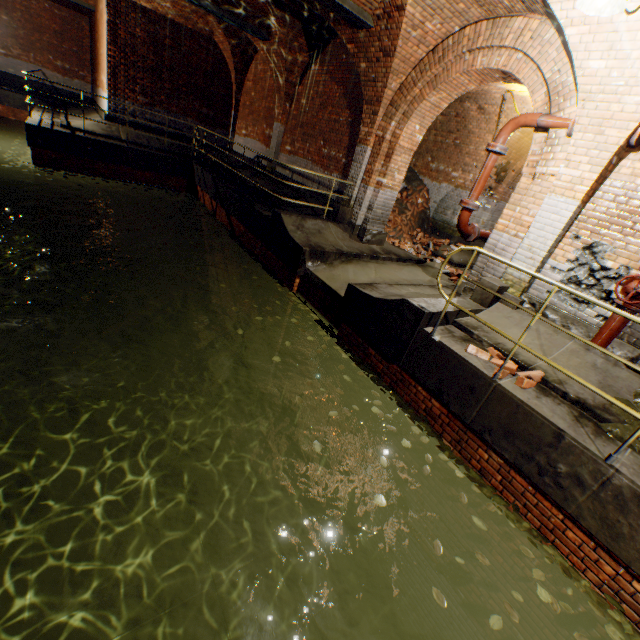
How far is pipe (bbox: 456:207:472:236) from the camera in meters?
6.2

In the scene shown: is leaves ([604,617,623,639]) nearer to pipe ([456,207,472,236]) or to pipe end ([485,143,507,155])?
pipe ([456,207,472,236])

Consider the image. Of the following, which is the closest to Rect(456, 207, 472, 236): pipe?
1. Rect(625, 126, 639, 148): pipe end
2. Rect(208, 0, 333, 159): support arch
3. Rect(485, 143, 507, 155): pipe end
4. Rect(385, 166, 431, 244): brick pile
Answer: Rect(485, 143, 507, 155): pipe end

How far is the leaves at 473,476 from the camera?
4.00m

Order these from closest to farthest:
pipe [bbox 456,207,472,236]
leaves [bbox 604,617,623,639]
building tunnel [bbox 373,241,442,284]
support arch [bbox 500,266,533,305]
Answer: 1. leaves [bbox 604,617,623,639]
2. support arch [bbox 500,266,533,305]
3. pipe [bbox 456,207,472,236]
4. building tunnel [bbox 373,241,442,284]

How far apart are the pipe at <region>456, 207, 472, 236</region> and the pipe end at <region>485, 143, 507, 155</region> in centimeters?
98cm

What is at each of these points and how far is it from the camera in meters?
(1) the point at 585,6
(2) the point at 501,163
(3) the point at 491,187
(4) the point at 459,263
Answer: (1) ceiling light, 3.3
(2) building tunnel, 8.3
(3) building tunnel, 11.8
(4) building tunnel, 10.8

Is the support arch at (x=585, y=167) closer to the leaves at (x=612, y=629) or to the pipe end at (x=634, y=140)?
the pipe end at (x=634, y=140)
